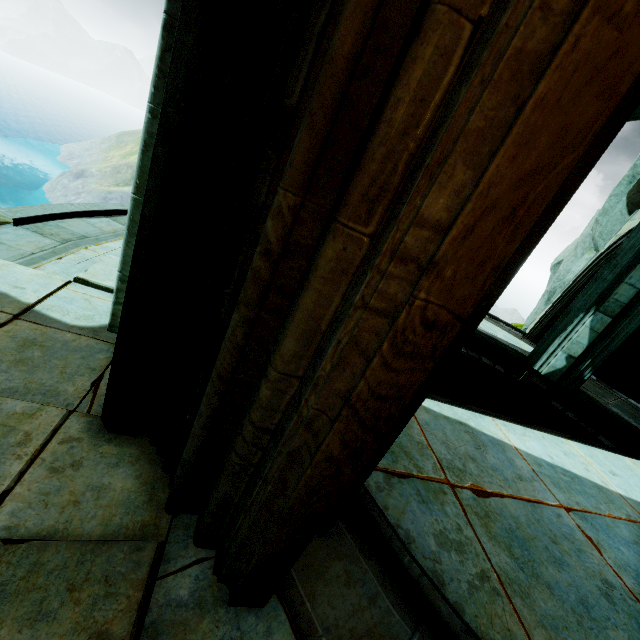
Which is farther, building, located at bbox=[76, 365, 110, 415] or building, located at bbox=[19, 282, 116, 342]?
building, located at bbox=[19, 282, 116, 342]

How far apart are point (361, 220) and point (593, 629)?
3.6 meters

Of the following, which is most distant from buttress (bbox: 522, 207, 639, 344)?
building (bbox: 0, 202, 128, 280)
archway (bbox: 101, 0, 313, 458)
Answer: archway (bbox: 101, 0, 313, 458)

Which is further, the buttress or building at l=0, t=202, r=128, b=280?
the buttress

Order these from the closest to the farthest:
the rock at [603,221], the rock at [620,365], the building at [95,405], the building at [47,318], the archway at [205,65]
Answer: the archway at [205,65] < the building at [95,405] < the building at [47,318] < the rock at [603,221] < the rock at [620,365]

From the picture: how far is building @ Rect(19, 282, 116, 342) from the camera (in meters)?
2.72

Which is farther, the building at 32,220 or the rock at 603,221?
the rock at 603,221
